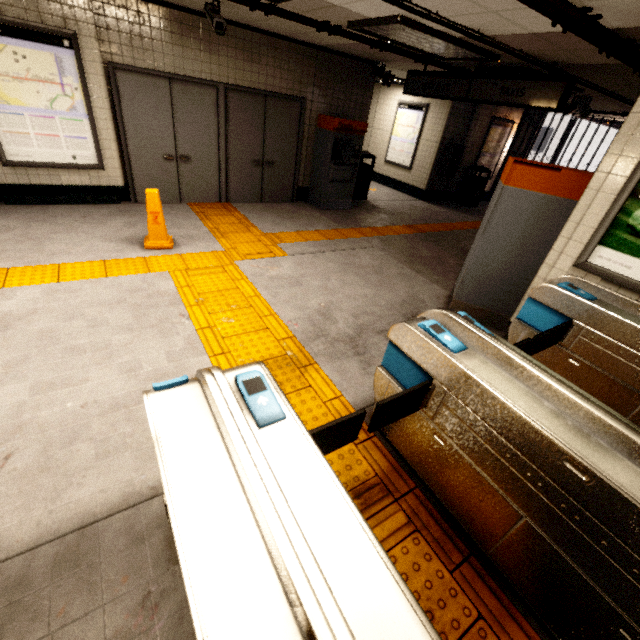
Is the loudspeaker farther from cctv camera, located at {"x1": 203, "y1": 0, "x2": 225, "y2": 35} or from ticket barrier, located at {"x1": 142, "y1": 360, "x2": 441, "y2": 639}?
ticket barrier, located at {"x1": 142, "y1": 360, "x2": 441, "y2": 639}

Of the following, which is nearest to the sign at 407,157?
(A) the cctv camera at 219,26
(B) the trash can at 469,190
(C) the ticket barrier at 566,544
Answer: (B) the trash can at 469,190

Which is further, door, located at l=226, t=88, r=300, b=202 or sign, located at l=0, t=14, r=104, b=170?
door, located at l=226, t=88, r=300, b=202

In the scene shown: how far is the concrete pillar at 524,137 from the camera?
10.5m

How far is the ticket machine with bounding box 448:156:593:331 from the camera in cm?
326

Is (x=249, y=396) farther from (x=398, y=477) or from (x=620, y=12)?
(x=620, y=12)

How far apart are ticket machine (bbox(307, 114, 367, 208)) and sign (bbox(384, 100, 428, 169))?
3.4m

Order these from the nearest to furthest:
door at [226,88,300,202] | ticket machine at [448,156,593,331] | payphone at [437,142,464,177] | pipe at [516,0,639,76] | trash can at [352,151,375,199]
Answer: pipe at [516,0,639,76] < ticket machine at [448,156,593,331] < door at [226,88,300,202] < trash can at [352,151,375,199] < payphone at [437,142,464,177]
